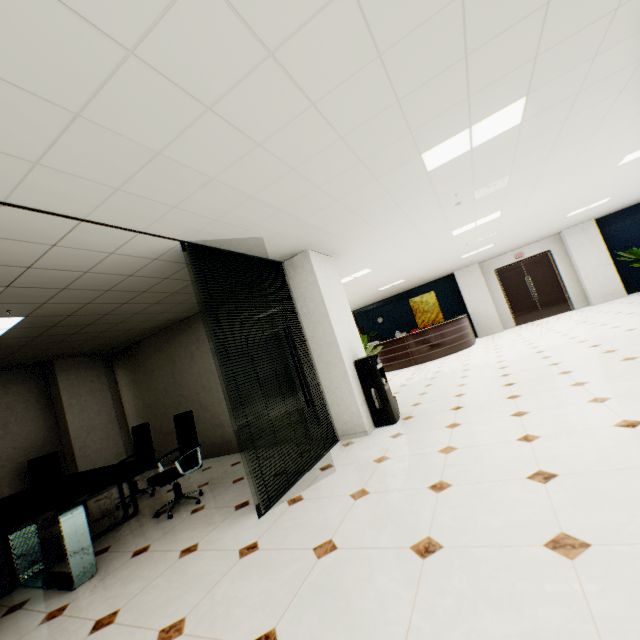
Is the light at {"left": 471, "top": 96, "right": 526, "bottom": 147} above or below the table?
above

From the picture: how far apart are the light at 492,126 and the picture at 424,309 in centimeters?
1155cm

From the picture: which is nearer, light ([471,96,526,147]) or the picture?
light ([471,96,526,147])

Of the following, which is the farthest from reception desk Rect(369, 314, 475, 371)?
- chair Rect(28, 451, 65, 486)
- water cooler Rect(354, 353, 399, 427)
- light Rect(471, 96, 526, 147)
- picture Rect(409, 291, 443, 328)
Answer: chair Rect(28, 451, 65, 486)

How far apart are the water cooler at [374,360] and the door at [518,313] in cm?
1057

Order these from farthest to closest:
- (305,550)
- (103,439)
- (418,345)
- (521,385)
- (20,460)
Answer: (418,345), (103,439), (20,460), (521,385), (305,550)

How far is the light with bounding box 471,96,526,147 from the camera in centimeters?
304cm

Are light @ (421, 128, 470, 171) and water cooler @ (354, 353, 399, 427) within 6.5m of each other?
yes
